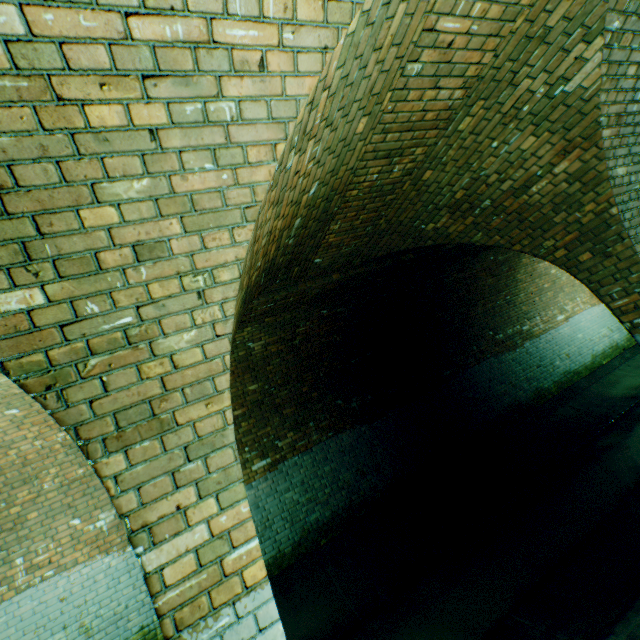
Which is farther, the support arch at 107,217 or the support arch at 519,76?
the support arch at 519,76

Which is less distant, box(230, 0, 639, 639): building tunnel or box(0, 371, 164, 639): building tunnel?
box(230, 0, 639, 639): building tunnel

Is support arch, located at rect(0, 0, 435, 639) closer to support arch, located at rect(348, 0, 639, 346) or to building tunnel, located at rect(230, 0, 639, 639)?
building tunnel, located at rect(230, 0, 639, 639)

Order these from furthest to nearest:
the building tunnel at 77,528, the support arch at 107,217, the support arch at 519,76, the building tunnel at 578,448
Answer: the building tunnel at 77,528, the building tunnel at 578,448, the support arch at 519,76, the support arch at 107,217

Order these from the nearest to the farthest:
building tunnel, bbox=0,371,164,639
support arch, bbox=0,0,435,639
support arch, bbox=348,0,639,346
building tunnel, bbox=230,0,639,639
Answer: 1. support arch, bbox=0,0,435,639
2. support arch, bbox=348,0,639,346
3. building tunnel, bbox=230,0,639,639
4. building tunnel, bbox=0,371,164,639

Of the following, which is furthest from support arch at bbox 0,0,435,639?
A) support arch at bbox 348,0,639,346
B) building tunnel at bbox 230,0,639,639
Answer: support arch at bbox 348,0,639,346

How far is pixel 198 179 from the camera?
1.5 meters
